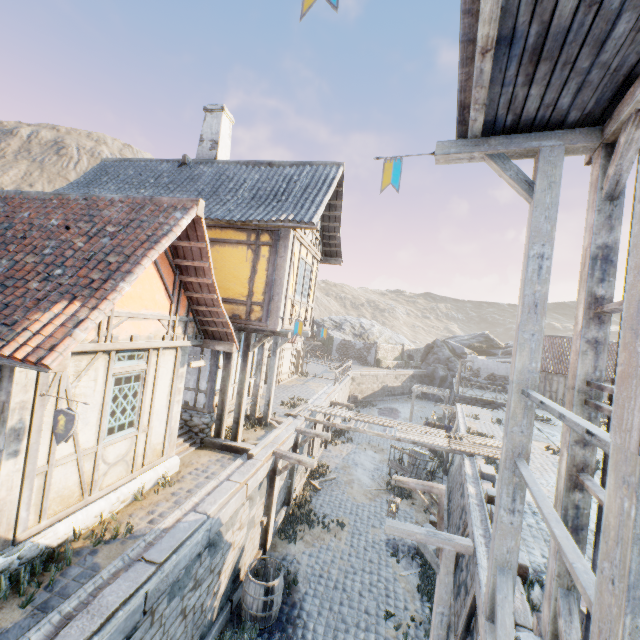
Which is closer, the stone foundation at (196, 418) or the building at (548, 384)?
the stone foundation at (196, 418)

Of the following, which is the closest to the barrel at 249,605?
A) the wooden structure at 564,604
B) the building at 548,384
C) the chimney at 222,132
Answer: the wooden structure at 564,604

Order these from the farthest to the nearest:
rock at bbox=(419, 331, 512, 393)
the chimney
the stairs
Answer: rock at bbox=(419, 331, 512, 393)
the chimney
the stairs

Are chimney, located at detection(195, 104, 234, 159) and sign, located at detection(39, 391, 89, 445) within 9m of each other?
no

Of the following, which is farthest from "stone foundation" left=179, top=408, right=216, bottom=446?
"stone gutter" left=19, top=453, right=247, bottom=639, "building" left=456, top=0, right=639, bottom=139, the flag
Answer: "building" left=456, top=0, right=639, bottom=139

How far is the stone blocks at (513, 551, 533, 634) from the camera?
4.8m

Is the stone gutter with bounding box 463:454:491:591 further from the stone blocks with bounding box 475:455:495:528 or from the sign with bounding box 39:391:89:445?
the sign with bounding box 39:391:89:445

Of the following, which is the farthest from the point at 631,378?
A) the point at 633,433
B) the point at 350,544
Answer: the point at 350,544
